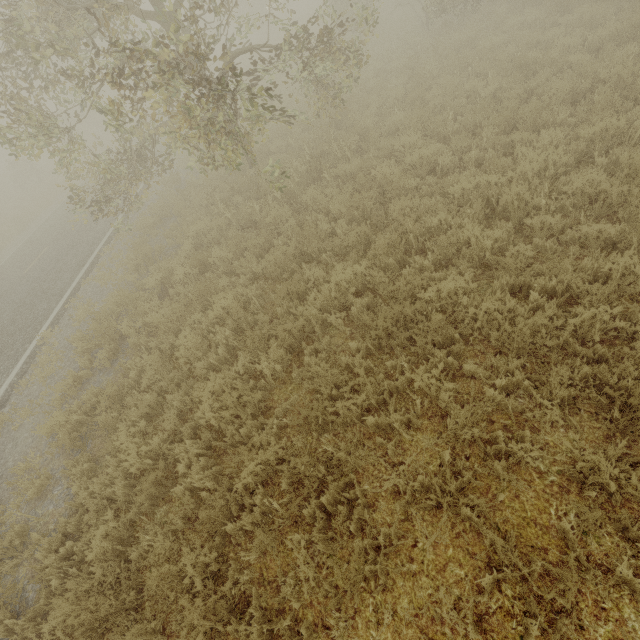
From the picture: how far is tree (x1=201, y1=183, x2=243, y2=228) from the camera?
9.0m

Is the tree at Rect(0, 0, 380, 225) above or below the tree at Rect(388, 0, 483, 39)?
above

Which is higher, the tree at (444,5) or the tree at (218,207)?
the tree at (444,5)

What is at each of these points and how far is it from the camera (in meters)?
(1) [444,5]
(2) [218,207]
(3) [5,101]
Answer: (1) tree, 12.05
(2) tree, 9.30
(3) tree, 7.87

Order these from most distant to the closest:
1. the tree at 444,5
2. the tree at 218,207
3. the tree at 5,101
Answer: the tree at 444,5
the tree at 218,207
the tree at 5,101

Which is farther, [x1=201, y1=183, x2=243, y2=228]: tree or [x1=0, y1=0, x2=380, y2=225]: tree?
[x1=201, y1=183, x2=243, y2=228]: tree
